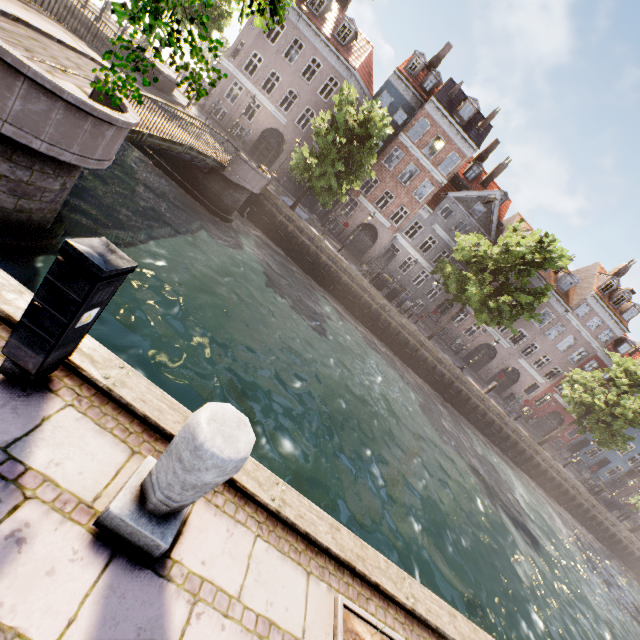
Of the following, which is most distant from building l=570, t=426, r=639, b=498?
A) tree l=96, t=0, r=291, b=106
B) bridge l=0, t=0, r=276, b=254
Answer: bridge l=0, t=0, r=276, b=254

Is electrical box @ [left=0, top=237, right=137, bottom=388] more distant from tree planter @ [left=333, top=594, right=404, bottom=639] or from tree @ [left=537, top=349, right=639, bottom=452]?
tree planter @ [left=333, top=594, right=404, bottom=639]

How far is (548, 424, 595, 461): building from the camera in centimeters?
3683cm

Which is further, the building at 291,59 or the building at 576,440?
the building at 576,440

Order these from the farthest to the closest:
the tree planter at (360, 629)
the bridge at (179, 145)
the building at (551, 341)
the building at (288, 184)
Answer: the building at (551, 341) → the building at (288, 184) → the bridge at (179, 145) → the tree planter at (360, 629)

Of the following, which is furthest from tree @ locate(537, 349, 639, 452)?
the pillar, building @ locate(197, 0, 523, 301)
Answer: building @ locate(197, 0, 523, 301)

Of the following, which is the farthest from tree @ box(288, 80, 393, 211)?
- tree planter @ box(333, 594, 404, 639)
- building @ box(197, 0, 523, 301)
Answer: tree planter @ box(333, 594, 404, 639)

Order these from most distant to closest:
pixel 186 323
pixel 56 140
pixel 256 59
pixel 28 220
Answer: pixel 256 59 < pixel 186 323 < pixel 28 220 < pixel 56 140
